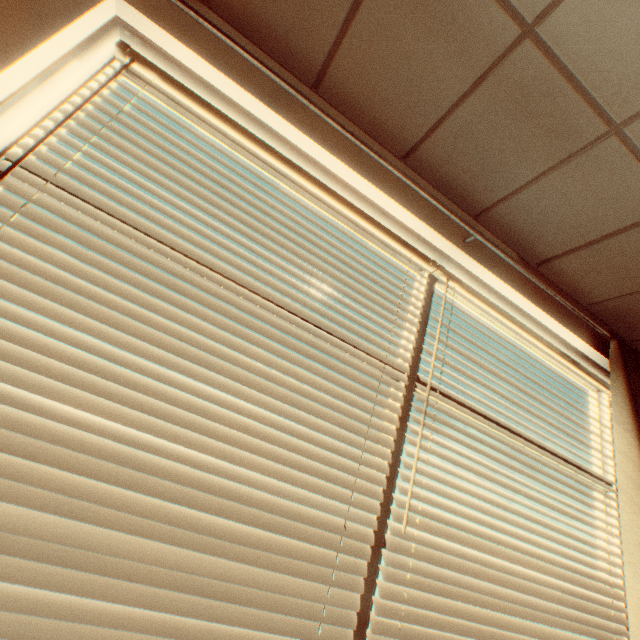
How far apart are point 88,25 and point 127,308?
1.0 meters

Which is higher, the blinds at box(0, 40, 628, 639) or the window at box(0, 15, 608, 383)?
the window at box(0, 15, 608, 383)

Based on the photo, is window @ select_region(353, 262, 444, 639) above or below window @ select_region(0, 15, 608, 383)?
below

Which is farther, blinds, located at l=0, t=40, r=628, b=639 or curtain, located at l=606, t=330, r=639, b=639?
curtain, located at l=606, t=330, r=639, b=639

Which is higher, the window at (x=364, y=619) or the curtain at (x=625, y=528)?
the curtain at (x=625, y=528)

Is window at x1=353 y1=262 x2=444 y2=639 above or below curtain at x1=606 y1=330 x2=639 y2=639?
below

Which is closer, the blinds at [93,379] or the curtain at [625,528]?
the blinds at [93,379]
